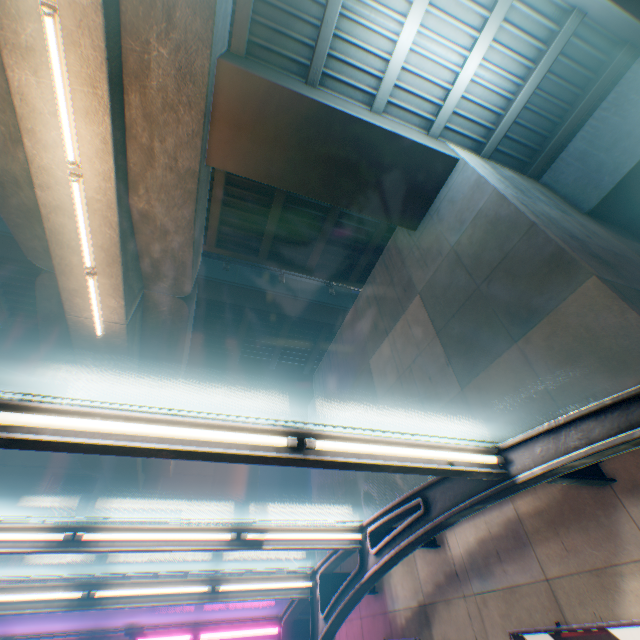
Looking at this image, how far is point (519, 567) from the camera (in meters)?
4.71

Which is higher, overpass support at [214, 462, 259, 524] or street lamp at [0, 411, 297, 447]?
overpass support at [214, 462, 259, 524]

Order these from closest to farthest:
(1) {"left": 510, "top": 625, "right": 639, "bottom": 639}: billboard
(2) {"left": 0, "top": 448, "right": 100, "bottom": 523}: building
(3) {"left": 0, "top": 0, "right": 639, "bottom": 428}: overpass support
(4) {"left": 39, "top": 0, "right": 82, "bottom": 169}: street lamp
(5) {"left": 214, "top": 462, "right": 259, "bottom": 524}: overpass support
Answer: (1) {"left": 510, "top": 625, "right": 639, "bottom": 639}: billboard
(4) {"left": 39, "top": 0, "right": 82, "bottom": 169}: street lamp
(3) {"left": 0, "top": 0, "right": 639, "bottom": 428}: overpass support
(2) {"left": 0, "top": 448, "right": 100, "bottom": 523}: building
(5) {"left": 214, "top": 462, "right": 259, "bottom": 524}: overpass support

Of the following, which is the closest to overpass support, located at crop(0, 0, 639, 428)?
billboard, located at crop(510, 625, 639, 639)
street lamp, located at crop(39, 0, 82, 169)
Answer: street lamp, located at crop(39, 0, 82, 169)

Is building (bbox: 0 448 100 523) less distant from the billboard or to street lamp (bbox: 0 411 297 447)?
the billboard

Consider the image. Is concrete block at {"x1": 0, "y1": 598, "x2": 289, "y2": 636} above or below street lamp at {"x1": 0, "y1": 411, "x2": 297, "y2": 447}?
below

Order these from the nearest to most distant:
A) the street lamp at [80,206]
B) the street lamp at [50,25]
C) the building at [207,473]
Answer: the street lamp at [50,25] < the street lamp at [80,206] < the building at [207,473]

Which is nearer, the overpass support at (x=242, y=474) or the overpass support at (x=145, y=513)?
the overpass support at (x=145, y=513)
